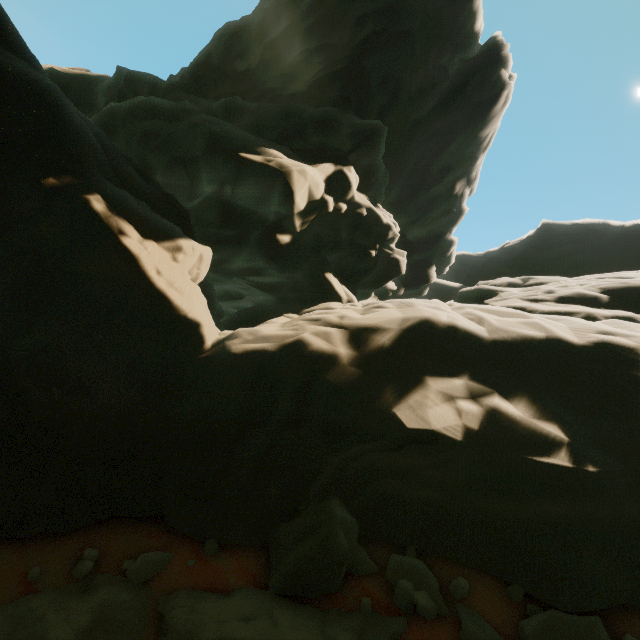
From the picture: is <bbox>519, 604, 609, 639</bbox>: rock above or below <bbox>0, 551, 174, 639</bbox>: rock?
above

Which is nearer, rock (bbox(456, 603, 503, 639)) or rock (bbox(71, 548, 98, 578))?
rock (bbox(456, 603, 503, 639))

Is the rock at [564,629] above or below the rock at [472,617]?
above

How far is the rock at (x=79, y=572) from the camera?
5.15m

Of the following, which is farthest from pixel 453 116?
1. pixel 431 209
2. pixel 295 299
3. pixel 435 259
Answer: pixel 295 299

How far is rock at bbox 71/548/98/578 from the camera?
5.15m
